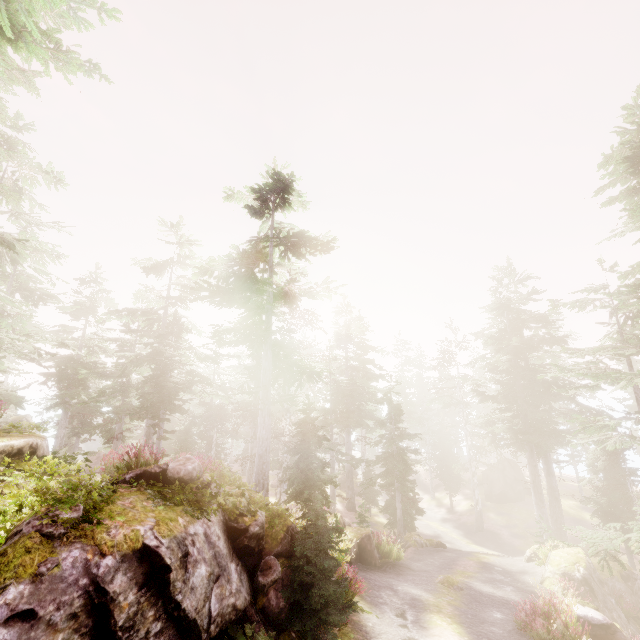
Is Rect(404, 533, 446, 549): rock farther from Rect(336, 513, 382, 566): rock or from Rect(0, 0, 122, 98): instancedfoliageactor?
Rect(336, 513, 382, 566): rock

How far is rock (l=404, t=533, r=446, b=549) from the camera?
22.97m

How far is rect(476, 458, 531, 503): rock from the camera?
38.7m

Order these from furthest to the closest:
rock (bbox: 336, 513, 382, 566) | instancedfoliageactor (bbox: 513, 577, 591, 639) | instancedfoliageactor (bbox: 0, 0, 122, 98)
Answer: rock (bbox: 336, 513, 382, 566)
instancedfoliageactor (bbox: 513, 577, 591, 639)
instancedfoliageactor (bbox: 0, 0, 122, 98)

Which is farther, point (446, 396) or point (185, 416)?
point (185, 416)

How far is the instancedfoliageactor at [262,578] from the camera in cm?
840

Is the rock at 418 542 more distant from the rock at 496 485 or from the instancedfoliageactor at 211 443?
the rock at 496 485

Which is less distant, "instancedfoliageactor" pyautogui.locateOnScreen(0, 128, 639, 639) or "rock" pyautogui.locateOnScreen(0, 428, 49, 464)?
"rock" pyautogui.locateOnScreen(0, 428, 49, 464)
